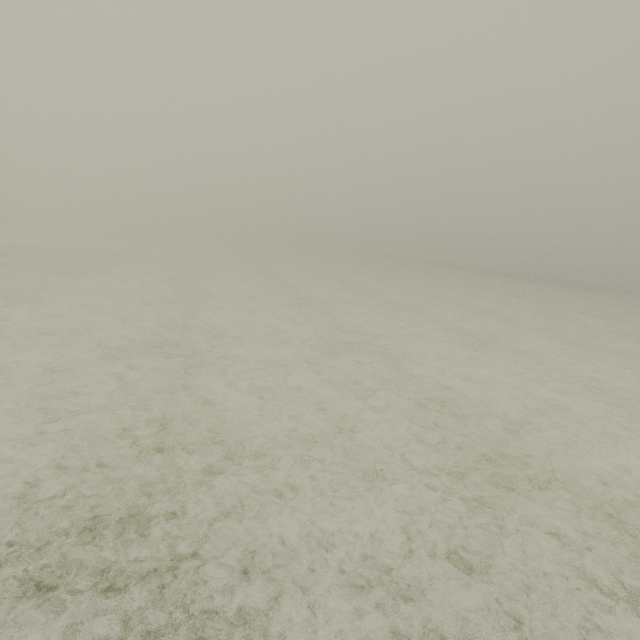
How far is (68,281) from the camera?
14.3 meters
